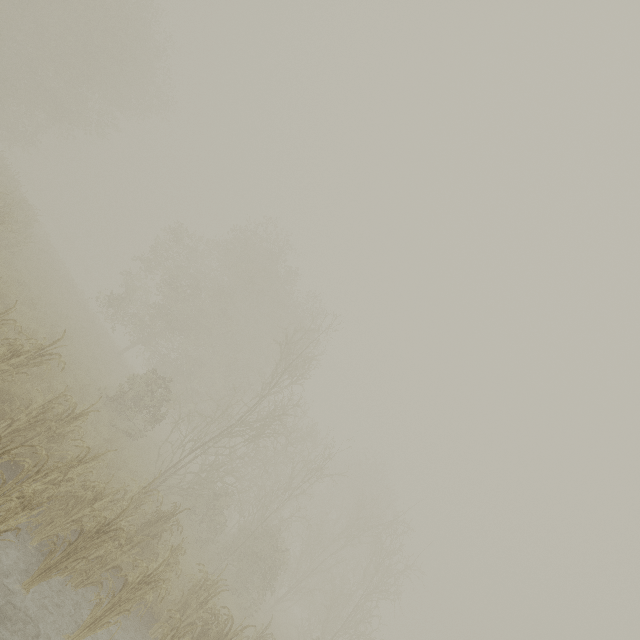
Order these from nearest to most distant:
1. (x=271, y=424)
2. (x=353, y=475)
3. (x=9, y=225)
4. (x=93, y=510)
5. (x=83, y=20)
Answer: (x=93, y=510) → (x=9, y=225) → (x=271, y=424) → (x=83, y=20) → (x=353, y=475)
